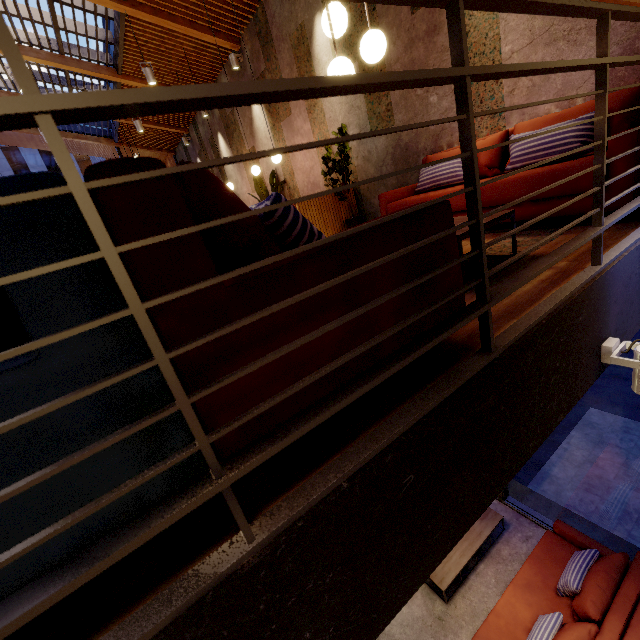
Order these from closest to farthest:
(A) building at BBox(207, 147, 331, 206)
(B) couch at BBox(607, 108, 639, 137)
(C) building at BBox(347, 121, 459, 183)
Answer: (B) couch at BBox(607, 108, 639, 137)
(C) building at BBox(347, 121, 459, 183)
(A) building at BBox(207, 147, 331, 206)

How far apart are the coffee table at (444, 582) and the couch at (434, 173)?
4.9 meters

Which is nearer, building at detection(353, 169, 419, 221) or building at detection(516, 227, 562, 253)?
building at detection(516, 227, 562, 253)

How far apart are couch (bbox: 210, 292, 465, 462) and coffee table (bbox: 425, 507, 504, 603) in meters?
5.0

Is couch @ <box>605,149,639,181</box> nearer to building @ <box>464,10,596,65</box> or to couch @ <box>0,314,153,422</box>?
building @ <box>464,10,596,65</box>

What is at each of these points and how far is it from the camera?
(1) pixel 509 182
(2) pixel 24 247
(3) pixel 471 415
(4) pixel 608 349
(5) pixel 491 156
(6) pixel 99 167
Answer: (1) couch, 2.6 meters
(2) couch, 0.5 meters
(3) building, 1.1 meters
(4) lamp, 1.7 meters
(5) couch, 3.3 meters
(6) couch, 0.6 meters
